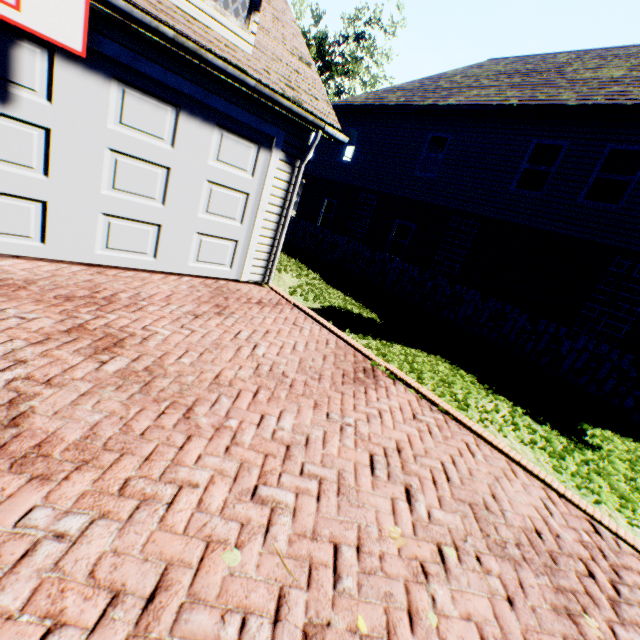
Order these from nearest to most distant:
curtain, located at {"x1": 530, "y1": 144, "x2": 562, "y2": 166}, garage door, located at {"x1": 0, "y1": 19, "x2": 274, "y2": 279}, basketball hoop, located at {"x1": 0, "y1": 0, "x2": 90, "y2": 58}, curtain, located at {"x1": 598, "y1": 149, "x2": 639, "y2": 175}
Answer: basketball hoop, located at {"x1": 0, "y1": 0, "x2": 90, "y2": 58}
garage door, located at {"x1": 0, "y1": 19, "x2": 274, "y2": 279}
curtain, located at {"x1": 598, "y1": 149, "x2": 639, "y2": 175}
curtain, located at {"x1": 530, "y1": 144, "x2": 562, "y2": 166}

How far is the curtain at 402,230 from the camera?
14.0 meters

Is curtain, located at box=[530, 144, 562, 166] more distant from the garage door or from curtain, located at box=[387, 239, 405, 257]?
the garage door

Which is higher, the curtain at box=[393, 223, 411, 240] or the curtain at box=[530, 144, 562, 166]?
the curtain at box=[530, 144, 562, 166]

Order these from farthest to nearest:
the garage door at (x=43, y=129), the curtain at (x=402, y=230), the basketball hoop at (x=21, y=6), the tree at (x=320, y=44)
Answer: the tree at (x=320, y=44), the curtain at (x=402, y=230), the garage door at (x=43, y=129), the basketball hoop at (x=21, y=6)

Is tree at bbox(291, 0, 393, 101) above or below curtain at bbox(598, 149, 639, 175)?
above

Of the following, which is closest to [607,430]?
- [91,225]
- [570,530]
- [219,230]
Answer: [570,530]

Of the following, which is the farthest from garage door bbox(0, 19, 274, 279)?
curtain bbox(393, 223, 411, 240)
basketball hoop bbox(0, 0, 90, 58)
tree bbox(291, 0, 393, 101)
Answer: tree bbox(291, 0, 393, 101)
